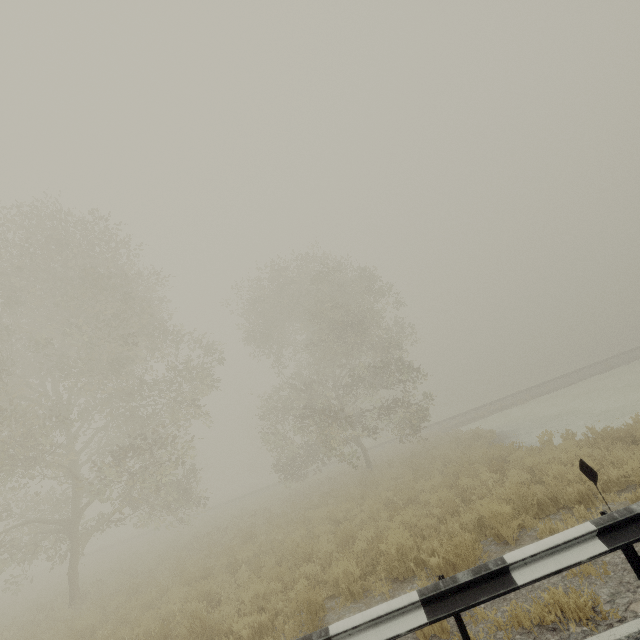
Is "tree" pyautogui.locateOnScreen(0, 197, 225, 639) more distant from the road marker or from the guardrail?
the road marker

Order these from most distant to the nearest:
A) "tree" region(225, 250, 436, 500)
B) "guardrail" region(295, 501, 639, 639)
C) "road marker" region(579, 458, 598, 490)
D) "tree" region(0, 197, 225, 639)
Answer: "tree" region(225, 250, 436, 500) → "tree" region(0, 197, 225, 639) → "road marker" region(579, 458, 598, 490) → "guardrail" region(295, 501, 639, 639)

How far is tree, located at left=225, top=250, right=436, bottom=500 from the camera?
18.86m

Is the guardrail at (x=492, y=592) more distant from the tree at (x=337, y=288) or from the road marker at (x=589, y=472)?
the tree at (x=337, y=288)

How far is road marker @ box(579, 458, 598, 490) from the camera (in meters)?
3.86

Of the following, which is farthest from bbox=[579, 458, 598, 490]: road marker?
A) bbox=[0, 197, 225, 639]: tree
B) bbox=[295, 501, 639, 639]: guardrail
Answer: bbox=[0, 197, 225, 639]: tree

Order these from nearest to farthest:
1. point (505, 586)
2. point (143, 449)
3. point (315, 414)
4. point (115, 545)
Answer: point (505, 586) → point (143, 449) → point (315, 414) → point (115, 545)

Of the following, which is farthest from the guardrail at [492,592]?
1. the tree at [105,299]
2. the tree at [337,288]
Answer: the tree at [337,288]
